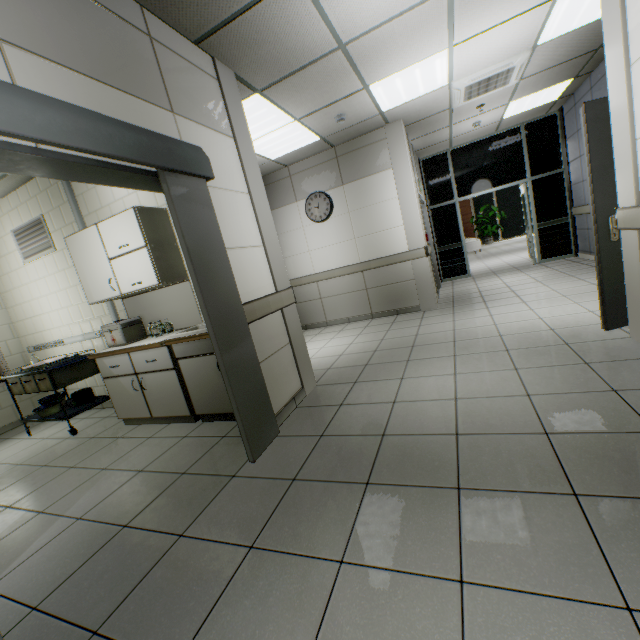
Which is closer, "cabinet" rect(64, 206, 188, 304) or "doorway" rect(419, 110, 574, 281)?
"cabinet" rect(64, 206, 188, 304)

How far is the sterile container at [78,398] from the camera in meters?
4.3 m

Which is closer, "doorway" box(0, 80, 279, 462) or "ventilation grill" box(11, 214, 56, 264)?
"doorway" box(0, 80, 279, 462)

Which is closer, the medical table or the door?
the door

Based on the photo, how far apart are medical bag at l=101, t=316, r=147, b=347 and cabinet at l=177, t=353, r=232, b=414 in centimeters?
91cm

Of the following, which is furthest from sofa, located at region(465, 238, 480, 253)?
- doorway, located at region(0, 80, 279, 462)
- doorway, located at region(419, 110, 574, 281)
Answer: doorway, located at region(0, 80, 279, 462)

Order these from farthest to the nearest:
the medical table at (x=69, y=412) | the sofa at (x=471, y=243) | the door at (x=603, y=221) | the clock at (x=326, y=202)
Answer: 1. the sofa at (x=471, y=243)
2. the clock at (x=326, y=202)
3. the medical table at (x=69, y=412)
4. the door at (x=603, y=221)

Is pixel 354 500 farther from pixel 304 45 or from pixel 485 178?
pixel 485 178
